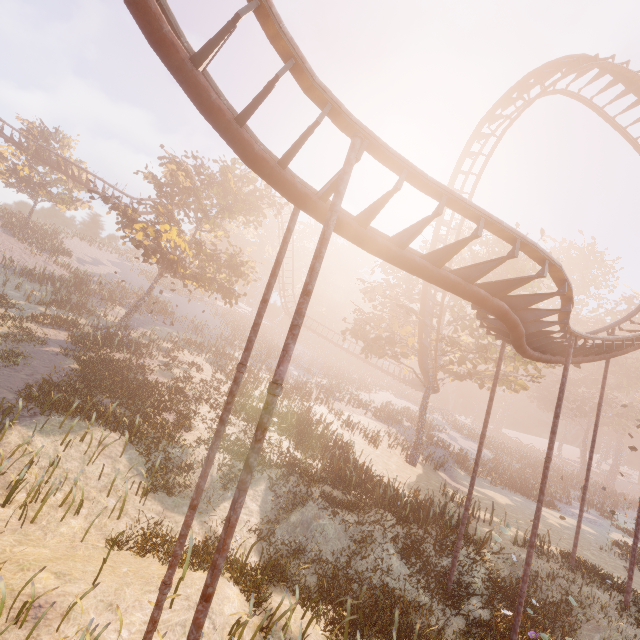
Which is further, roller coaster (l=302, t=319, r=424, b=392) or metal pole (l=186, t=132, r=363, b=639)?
roller coaster (l=302, t=319, r=424, b=392)

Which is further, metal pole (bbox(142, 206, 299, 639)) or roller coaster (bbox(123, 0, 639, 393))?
metal pole (bbox(142, 206, 299, 639))

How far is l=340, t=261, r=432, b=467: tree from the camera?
22.79m

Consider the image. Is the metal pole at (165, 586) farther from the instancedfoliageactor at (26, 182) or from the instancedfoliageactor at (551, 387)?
the instancedfoliageactor at (26, 182)

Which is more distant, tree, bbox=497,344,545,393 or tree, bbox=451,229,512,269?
tree, bbox=497,344,545,393

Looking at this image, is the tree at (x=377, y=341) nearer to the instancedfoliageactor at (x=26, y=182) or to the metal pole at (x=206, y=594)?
the metal pole at (x=206, y=594)

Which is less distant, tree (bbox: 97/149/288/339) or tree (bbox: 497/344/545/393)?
tree (bbox: 97/149/288/339)

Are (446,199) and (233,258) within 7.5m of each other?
no
